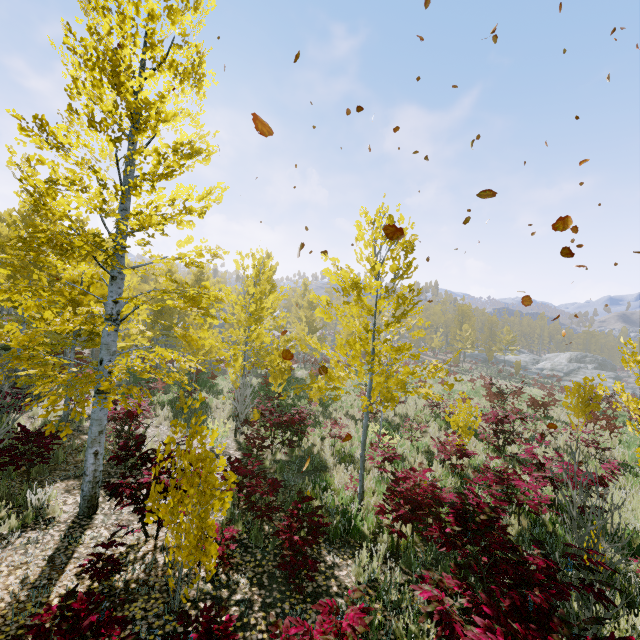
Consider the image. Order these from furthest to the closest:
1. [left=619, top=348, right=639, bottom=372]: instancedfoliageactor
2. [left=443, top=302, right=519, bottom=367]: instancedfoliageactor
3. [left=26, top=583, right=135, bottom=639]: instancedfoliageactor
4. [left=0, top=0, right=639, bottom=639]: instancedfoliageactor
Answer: [left=443, top=302, right=519, bottom=367]: instancedfoliageactor < [left=619, top=348, right=639, bottom=372]: instancedfoliageactor < [left=0, top=0, right=639, bottom=639]: instancedfoliageactor < [left=26, top=583, right=135, bottom=639]: instancedfoliageactor

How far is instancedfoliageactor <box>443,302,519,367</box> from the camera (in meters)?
45.97

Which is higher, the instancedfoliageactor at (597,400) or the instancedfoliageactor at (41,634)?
the instancedfoliageactor at (597,400)

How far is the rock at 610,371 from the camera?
44.7 meters

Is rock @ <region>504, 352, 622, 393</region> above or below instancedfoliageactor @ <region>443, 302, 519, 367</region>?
below

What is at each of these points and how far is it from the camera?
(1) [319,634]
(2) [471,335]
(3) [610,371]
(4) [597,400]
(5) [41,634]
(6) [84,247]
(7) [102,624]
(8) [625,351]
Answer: (1) instancedfoliageactor, 2.83m
(2) instancedfoliageactor, 46.62m
(3) rock, 55.12m
(4) instancedfoliageactor, 9.52m
(5) instancedfoliageactor, 2.67m
(6) instancedfoliageactor, 4.93m
(7) instancedfoliageactor, 2.80m
(8) instancedfoliageactor, 6.03m

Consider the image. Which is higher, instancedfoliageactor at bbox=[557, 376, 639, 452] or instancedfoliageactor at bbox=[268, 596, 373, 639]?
instancedfoliageactor at bbox=[557, 376, 639, 452]

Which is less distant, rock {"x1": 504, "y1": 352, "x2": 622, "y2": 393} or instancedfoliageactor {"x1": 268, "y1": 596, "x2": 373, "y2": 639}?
instancedfoliageactor {"x1": 268, "y1": 596, "x2": 373, "y2": 639}
